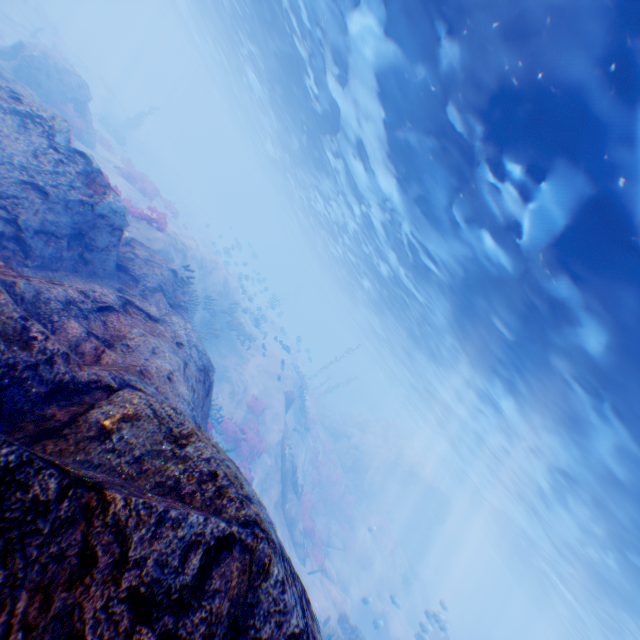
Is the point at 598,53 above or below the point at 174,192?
above

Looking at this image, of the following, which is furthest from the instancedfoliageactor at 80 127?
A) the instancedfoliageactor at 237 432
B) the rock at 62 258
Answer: the instancedfoliageactor at 237 432

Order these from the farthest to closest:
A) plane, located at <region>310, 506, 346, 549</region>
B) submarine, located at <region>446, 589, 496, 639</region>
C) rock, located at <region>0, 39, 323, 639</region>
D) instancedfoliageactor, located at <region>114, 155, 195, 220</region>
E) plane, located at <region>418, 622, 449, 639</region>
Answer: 1. submarine, located at <region>446, 589, 496, 639</region>
2. plane, located at <region>310, 506, 346, 549</region>
3. instancedfoliageactor, located at <region>114, 155, 195, 220</region>
4. plane, located at <region>418, 622, 449, 639</region>
5. rock, located at <region>0, 39, 323, 639</region>

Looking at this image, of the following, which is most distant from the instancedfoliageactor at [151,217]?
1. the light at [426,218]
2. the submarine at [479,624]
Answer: the submarine at [479,624]

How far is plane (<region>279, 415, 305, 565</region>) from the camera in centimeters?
1612cm

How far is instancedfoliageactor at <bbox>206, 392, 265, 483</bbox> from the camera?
14.94m

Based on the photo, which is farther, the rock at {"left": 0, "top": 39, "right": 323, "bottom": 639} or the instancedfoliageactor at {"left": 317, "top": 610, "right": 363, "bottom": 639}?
the instancedfoliageactor at {"left": 317, "top": 610, "right": 363, "bottom": 639}

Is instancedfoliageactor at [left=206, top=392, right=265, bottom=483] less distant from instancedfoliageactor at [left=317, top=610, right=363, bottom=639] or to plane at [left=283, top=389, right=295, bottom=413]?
instancedfoliageactor at [left=317, top=610, right=363, bottom=639]
